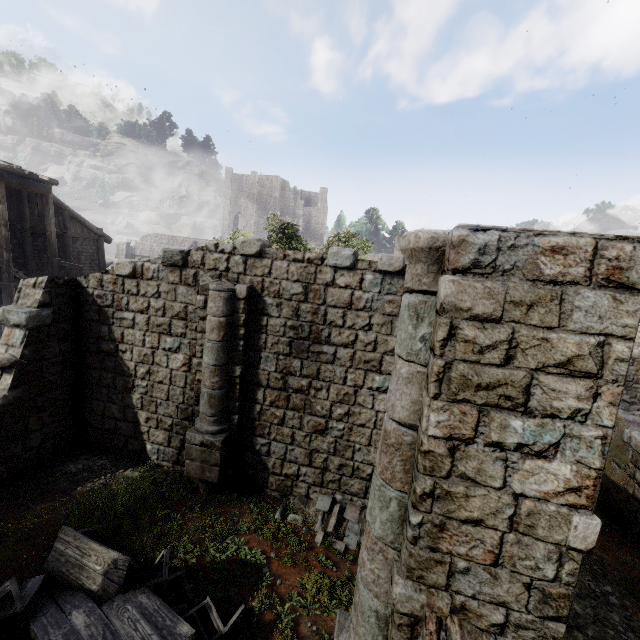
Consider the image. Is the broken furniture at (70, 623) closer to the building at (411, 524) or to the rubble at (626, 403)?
the building at (411, 524)

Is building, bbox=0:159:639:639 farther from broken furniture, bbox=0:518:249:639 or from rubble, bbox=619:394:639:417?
broken furniture, bbox=0:518:249:639

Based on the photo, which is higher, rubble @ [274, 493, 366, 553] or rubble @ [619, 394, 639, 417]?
rubble @ [619, 394, 639, 417]

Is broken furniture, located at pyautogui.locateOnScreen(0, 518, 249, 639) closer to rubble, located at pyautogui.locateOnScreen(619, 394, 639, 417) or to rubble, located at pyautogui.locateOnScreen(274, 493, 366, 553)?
rubble, located at pyautogui.locateOnScreen(274, 493, 366, 553)

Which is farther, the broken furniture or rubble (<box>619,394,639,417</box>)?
rubble (<box>619,394,639,417</box>)

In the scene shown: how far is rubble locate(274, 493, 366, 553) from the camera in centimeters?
748cm

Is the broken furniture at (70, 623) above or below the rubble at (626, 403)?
below

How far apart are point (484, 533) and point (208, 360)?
6.8m
